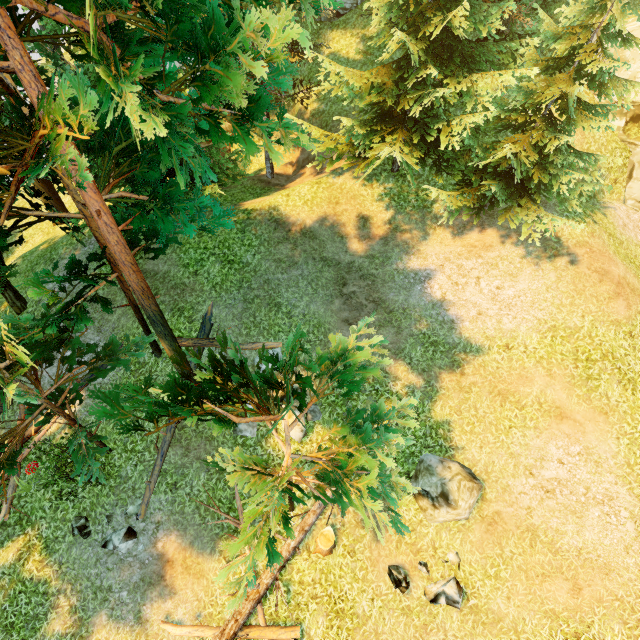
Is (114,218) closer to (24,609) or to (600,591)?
(24,609)

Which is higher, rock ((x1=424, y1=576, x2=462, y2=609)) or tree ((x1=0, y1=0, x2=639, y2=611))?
tree ((x1=0, y1=0, x2=639, y2=611))

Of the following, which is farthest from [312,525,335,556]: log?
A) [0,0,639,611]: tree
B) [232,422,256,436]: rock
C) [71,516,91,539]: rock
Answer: [71,516,91,539]: rock

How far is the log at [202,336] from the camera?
11.09m

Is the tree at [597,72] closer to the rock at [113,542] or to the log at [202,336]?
the log at [202,336]

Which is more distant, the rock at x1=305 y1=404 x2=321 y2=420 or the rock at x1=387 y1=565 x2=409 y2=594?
the rock at x1=305 y1=404 x2=321 y2=420

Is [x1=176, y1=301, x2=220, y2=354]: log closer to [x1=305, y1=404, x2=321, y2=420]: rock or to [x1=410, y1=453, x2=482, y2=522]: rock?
[x1=305, y1=404, x2=321, y2=420]: rock

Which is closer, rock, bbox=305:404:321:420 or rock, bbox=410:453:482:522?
rock, bbox=410:453:482:522
